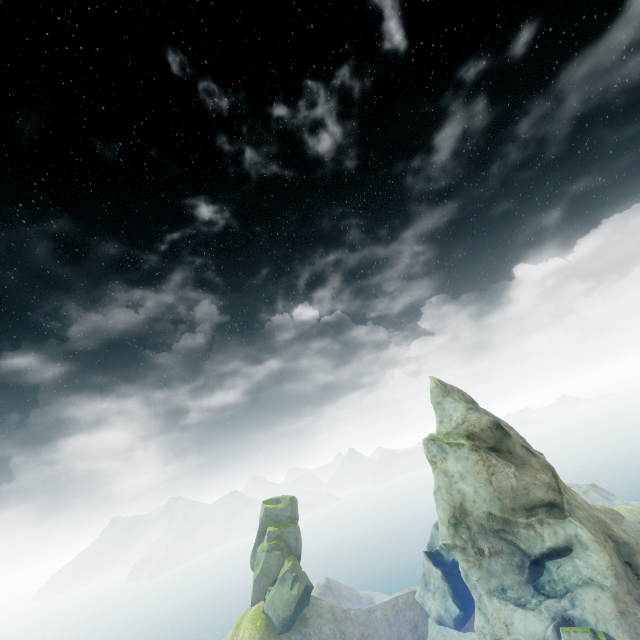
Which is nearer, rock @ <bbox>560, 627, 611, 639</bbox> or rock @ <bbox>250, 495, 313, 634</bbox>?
rock @ <bbox>560, 627, 611, 639</bbox>

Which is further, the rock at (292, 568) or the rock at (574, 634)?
the rock at (292, 568)

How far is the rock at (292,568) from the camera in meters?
47.4 m

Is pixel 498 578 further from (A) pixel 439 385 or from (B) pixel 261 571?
(B) pixel 261 571

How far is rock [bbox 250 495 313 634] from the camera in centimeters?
4741cm
